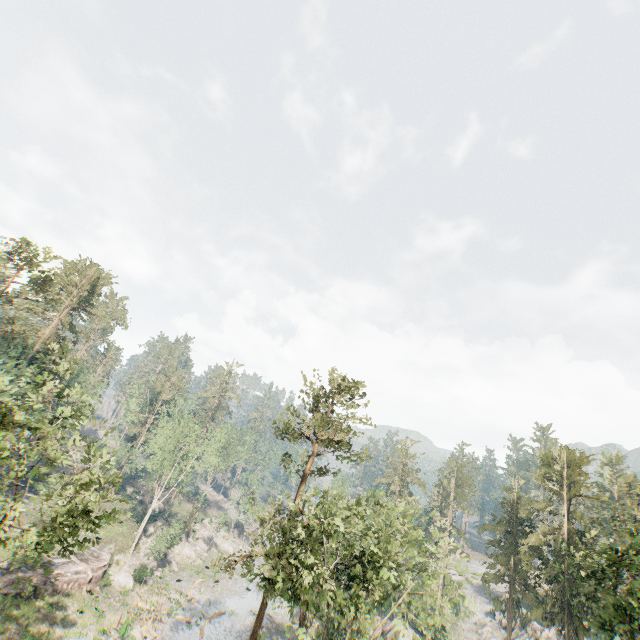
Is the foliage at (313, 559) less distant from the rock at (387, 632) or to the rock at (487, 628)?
the rock at (387, 632)

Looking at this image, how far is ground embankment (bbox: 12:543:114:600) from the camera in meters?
30.3 m

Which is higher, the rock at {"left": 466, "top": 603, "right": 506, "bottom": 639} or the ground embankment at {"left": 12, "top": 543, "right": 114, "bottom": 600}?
the rock at {"left": 466, "top": 603, "right": 506, "bottom": 639}

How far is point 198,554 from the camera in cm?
5519

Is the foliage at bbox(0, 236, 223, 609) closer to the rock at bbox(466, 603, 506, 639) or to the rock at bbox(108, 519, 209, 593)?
the rock at bbox(108, 519, 209, 593)

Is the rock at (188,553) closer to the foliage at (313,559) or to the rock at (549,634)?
the foliage at (313,559)

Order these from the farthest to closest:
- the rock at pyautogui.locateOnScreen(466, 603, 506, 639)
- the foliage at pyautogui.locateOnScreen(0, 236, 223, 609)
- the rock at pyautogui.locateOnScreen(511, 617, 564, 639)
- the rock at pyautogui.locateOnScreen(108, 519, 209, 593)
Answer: the rock at pyautogui.locateOnScreen(466, 603, 506, 639), the rock at pyautogui.locateOnScreen(511, 617, 564, 639), the rock at pyautogui.locateOnScreen(108, 519, 209, 593), the foliage at pyautogui.locateOnScreen(0, 236, 223, 609)
